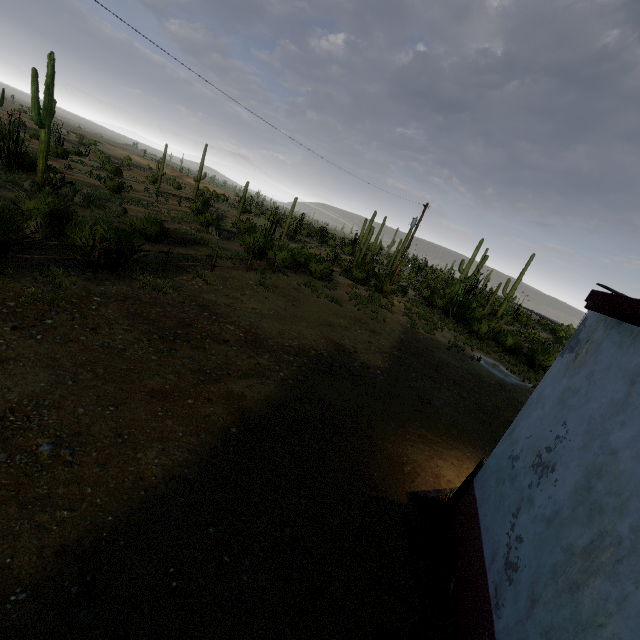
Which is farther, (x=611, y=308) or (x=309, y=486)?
(x=309, y=486)

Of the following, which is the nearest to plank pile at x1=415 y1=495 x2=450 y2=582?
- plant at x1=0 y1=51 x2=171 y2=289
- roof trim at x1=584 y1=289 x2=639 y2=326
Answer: roof trim at x1=584 y1=289 x2=639 y2=326

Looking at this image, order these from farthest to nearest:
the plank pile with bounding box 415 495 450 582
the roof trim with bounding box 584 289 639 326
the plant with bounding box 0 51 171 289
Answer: the plant with bounding box 0 51 171 289
the plank pile with bounding box 415 495 450 582
the roof trim with bounding box 584 289 639 326

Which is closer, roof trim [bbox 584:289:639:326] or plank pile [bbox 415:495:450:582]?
roof trim [bbox 584:289:639:326]

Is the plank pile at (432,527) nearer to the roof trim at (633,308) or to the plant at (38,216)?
the roof trim at (633,308)

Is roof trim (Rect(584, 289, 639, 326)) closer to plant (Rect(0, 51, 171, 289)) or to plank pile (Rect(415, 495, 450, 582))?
plank pile (Rect(415, 495, 450, 582))

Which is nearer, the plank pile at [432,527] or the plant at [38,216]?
the plank pile at [432,527]
